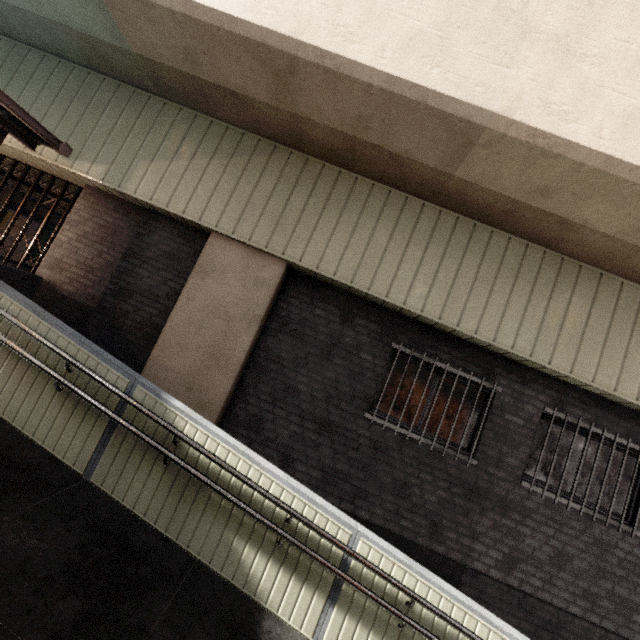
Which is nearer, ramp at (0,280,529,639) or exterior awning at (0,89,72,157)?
ramp at (0,280,529,639)

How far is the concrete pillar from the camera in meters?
4.9

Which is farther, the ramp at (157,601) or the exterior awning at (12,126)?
the exterior awning at (12,126)

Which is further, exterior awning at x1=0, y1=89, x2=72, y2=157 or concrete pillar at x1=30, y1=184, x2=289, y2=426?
concrete pillar at x1=30, y1=184, x2=289, y2=426

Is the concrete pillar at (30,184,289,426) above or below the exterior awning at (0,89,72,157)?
below

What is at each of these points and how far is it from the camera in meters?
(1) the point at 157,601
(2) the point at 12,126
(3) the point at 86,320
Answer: (1) ramp, 2.8 m
(2) exterior awning, 4.7 m
(3) concrete pillar, 5.3 m

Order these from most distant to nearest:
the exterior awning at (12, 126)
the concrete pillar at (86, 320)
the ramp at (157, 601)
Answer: the concrete pillar at (86, 320) → the exterior awning at (12, 126) → the ramp at (157, 601)

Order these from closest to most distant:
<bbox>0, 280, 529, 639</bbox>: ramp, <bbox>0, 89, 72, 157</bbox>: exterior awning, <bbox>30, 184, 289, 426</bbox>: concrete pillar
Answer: <bbox>0, 280, 529, 639</bbox>: ramp < <bbox>0, 89, 72, 157</bbox>: exterior awning < <bbox>30, 184, 289, 426</bbox>: concrete pillar
